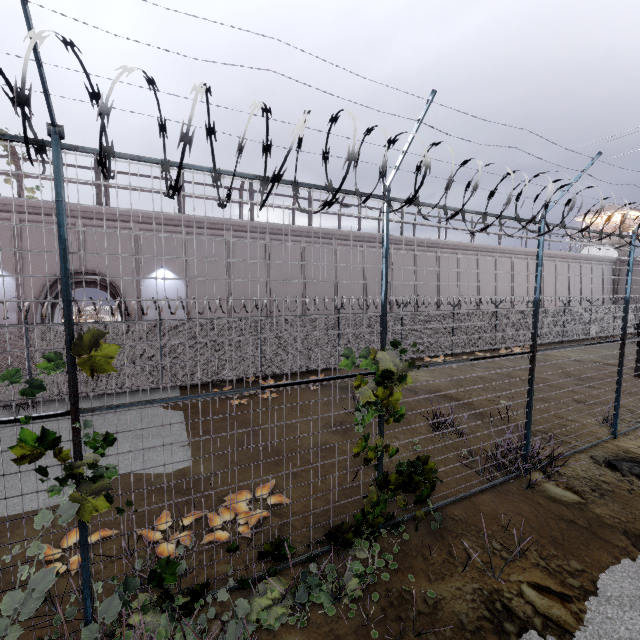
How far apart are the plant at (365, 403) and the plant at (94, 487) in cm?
285

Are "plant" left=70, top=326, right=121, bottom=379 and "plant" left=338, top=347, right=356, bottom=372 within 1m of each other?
no

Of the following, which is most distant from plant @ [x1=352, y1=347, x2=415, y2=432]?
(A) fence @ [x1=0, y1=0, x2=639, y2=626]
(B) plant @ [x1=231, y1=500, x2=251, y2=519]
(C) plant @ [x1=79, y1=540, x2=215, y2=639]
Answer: (C) plant @ [x1=79, y1=540, x2=215, y2=639]

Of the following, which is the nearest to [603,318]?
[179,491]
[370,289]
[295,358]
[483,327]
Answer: [483,327]

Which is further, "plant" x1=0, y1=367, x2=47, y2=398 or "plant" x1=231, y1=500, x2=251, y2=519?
"plant" x1=231, y1=500, x2=251, y2=519

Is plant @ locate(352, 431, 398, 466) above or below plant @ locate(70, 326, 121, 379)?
below

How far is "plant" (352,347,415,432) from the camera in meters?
4.9
